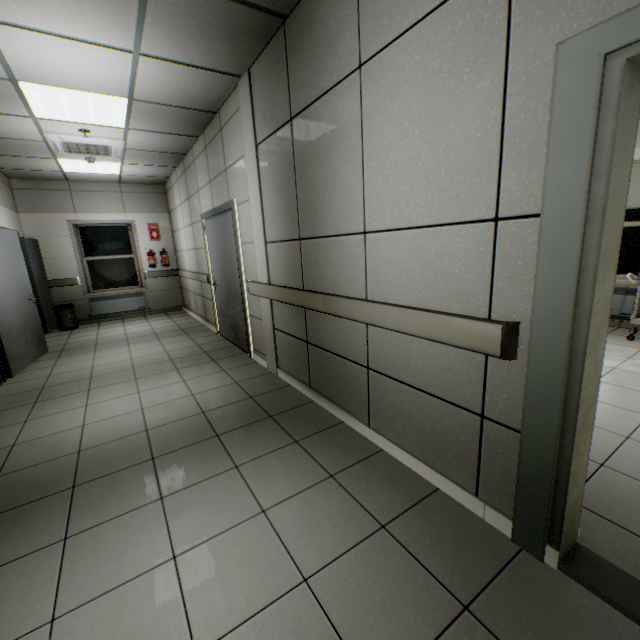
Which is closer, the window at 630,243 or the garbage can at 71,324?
the window at 630,243

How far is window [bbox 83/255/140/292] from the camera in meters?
7.9 m

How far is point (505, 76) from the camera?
1.3m

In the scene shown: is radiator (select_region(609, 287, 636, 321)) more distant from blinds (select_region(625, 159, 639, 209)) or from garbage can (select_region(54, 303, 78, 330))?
garbage can (select_region(54, 303, 78, 330))

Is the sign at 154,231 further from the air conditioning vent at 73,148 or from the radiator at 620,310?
the radiator at 620,310

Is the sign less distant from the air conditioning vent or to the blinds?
the air conditioning vent

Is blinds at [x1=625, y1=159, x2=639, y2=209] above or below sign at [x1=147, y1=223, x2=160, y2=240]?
below

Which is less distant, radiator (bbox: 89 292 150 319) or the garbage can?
the garbage can
